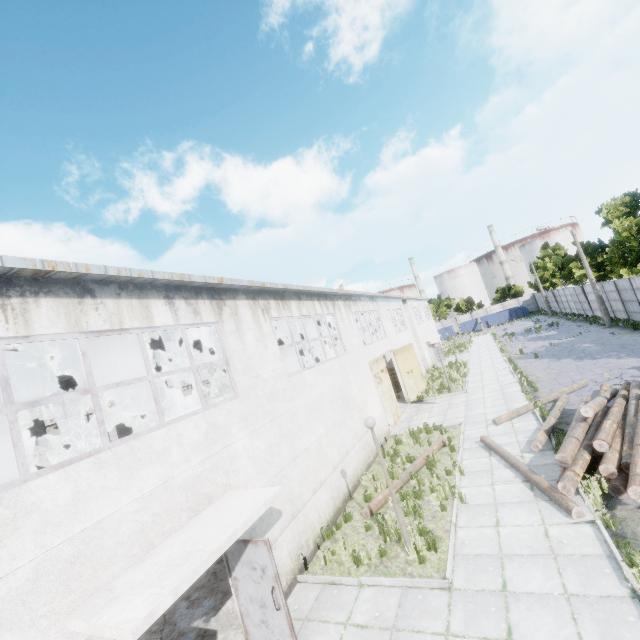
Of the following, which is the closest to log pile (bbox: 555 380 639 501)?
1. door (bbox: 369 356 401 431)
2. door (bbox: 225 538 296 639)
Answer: door (bbox: 225 538 296 639)

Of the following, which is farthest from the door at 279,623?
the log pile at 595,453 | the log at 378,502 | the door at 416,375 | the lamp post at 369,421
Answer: the door at 416,375

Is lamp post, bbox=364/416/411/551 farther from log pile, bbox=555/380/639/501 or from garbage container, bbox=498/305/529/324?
garbage container, bbox=498/305/529/324

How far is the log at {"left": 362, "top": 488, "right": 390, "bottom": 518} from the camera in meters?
10.0

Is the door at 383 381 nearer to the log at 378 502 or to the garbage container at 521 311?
the log at 378 502

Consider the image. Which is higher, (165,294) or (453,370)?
(165,294)

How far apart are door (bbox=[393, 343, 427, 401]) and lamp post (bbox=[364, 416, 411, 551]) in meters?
14.9

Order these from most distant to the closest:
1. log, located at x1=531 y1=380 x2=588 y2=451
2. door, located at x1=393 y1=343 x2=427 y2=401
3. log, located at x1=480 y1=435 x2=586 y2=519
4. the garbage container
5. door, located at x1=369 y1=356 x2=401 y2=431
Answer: the garbage container < door, located at x1=393 y1=343 x2=427 y2=401 < door, located at x1=369 y1=356 x2=401 y2=431 < log, located at x1=531 y1=380 x2=588 y2=451 < log, located at x1=480 y1=435 x2=586 y2=519
